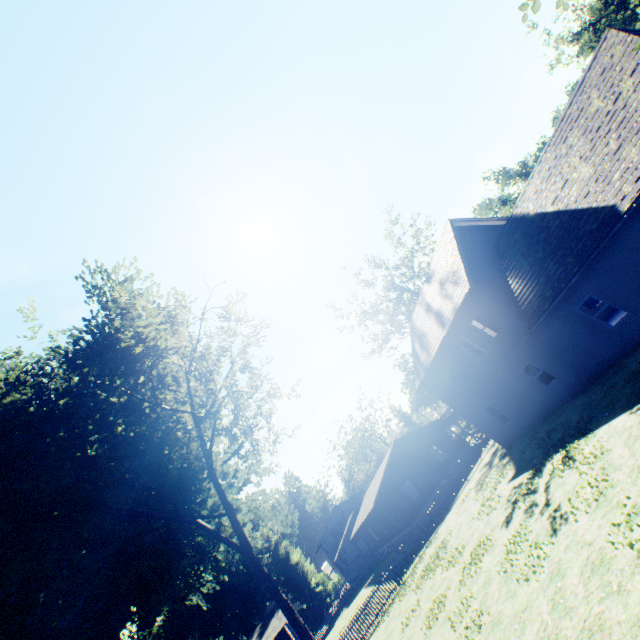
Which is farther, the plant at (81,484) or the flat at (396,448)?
the flat at (396,448)

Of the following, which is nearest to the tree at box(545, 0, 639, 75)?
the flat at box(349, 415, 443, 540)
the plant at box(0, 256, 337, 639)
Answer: the plant at box(0, 256, 337, 639)

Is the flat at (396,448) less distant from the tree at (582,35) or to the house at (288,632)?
the tree at (582,35)

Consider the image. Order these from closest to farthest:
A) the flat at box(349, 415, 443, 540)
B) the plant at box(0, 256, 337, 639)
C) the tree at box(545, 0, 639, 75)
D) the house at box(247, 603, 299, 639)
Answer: the plant at box(0, 256, 337, 639) < the tree at box(545, 0, 639, 75) < the flat at box(349, 415, 443, 540) < the house at box(247, 603, 299, 639)

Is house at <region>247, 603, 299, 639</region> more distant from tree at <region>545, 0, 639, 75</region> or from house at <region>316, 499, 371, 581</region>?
tree at <region>545, 0, 639, 75</region>

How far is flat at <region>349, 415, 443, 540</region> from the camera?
31.5m

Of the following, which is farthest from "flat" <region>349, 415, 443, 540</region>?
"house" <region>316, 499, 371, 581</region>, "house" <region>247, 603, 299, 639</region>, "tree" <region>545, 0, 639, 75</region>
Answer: "house" <region>247, 603, 299, 639</region>

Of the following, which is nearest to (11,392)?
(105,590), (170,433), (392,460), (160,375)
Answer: (170,433)
